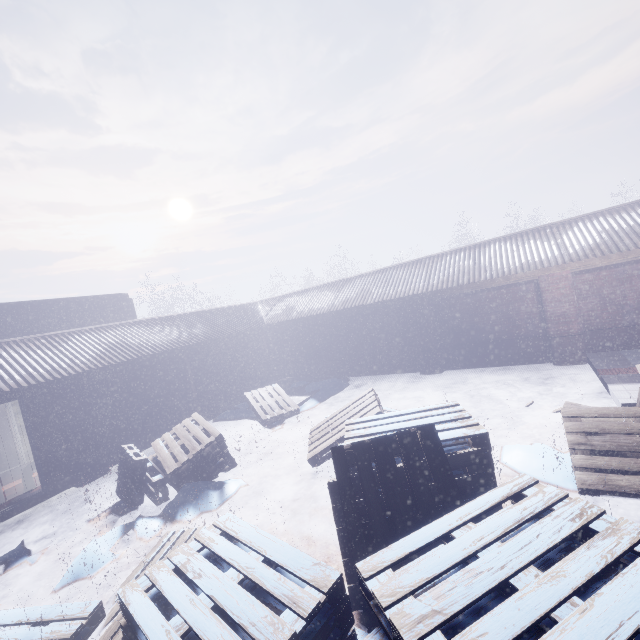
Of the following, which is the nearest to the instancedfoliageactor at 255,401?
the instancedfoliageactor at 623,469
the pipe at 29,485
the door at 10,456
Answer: the instancedfoliageactor at 623,469

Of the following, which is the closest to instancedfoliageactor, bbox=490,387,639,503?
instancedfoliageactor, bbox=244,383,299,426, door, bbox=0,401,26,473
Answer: instancedfoliageactor, bbox=244,383,299,426

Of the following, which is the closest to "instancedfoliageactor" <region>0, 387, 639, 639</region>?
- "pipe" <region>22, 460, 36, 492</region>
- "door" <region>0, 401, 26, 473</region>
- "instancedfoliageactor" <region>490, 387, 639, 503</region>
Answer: "instancedfoliageactor" <region>490, 387, 639, 503</region>

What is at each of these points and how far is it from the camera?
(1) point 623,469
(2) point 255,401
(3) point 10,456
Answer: (1) instancedfoliageactor, 3.3m
(2) instancedfoliageactor, 8.5m
(3) door, 8.8m

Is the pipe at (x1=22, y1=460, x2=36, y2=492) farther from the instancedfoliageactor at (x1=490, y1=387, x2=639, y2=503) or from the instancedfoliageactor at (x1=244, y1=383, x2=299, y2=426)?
the instancedfoliageactor at (x1=490, y1=387, x2=639, y2=503)

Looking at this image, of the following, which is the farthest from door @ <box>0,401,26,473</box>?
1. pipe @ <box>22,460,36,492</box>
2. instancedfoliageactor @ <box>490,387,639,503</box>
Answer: instancedfoliageactor @ <box>490,387,639,503</box>
